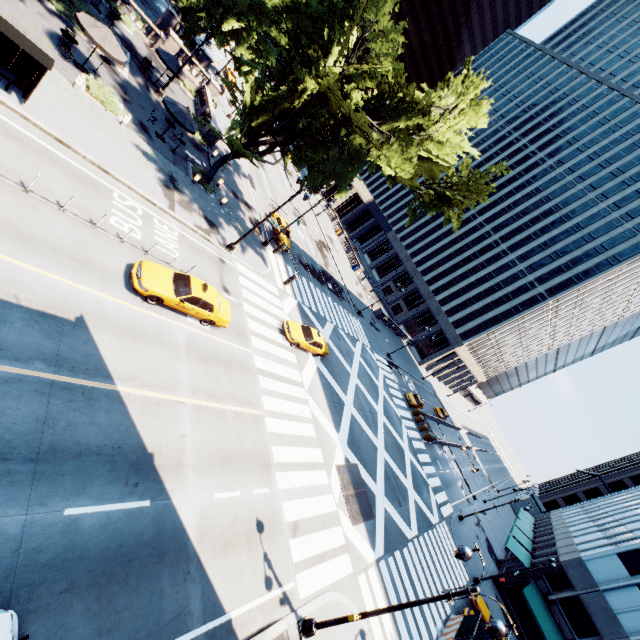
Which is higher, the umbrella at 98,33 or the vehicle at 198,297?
the umbrella at 98,33

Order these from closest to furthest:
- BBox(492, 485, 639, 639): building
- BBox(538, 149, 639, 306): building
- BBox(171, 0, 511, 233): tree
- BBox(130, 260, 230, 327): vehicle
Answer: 1. BBox(130, 260, 230, 327): vehicle
2. BBox(171, 0, 511, 233): tree
3. BBox(492, 485, 639, 639): building
4. BBox(538, 149, 639, 306): building

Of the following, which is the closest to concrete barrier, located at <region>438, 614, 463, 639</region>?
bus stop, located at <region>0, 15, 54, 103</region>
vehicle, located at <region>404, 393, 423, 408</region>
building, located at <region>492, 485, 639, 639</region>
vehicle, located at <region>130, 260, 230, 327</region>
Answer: building, located at <region>492, 485, 639, 639</region>

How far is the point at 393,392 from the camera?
40.8m

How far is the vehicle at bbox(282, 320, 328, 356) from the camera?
23.2 meters

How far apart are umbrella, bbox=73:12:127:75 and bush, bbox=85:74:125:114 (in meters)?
1.56

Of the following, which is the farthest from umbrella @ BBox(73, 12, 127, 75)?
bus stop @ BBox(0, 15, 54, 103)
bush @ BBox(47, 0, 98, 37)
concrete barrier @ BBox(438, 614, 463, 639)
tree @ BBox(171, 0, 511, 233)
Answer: concrete barrier @ BBox(438, 614, 463, 639)

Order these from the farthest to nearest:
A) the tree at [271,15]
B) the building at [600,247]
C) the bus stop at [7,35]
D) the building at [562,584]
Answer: the building at [600,247], the building at [562,584], the tree at [271,15], the bus stop at [7,35]
